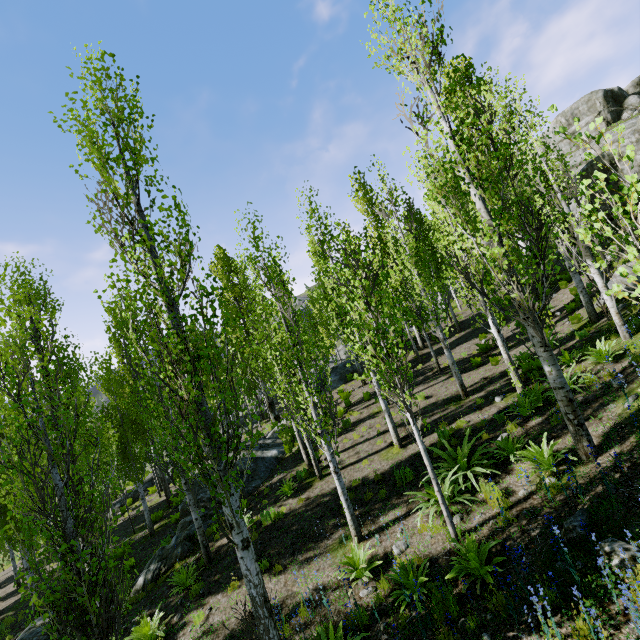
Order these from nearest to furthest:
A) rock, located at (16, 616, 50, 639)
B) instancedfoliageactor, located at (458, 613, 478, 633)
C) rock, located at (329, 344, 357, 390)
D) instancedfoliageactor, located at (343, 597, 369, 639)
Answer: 1. instancedfoliageactor, located at (458, 613, 478, 633)
2. instancedfoliageactor, located at (343, 597, 369, 639)
3. rock, located at (16, 616, 50, 639)
4. rock, located at (329, 344, 357, 390)

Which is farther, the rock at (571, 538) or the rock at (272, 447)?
the rock at (272, 447)

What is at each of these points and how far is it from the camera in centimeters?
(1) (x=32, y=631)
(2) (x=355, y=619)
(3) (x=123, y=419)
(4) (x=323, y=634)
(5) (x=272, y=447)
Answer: (1) rock, 1105cm
(2) instancedfoliageactor, 595cm
(3) instancedfoliageactor, 1692cm
(4) instancedfoliageactor, 562cm
(5) rock, 1841cm

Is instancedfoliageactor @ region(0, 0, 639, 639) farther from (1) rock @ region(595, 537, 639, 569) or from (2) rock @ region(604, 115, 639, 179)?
A: (1) rock @ region(595, 537, 639, 569)

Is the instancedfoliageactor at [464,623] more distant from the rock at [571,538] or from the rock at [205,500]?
the rock at [571,538]

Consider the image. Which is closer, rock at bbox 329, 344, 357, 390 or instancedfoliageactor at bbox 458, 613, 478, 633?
instancedfoliageactor at bbox 458, 613, 478, 633

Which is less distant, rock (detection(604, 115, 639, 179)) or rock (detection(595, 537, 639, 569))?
rock (detection(595, 537, 639, 569))
